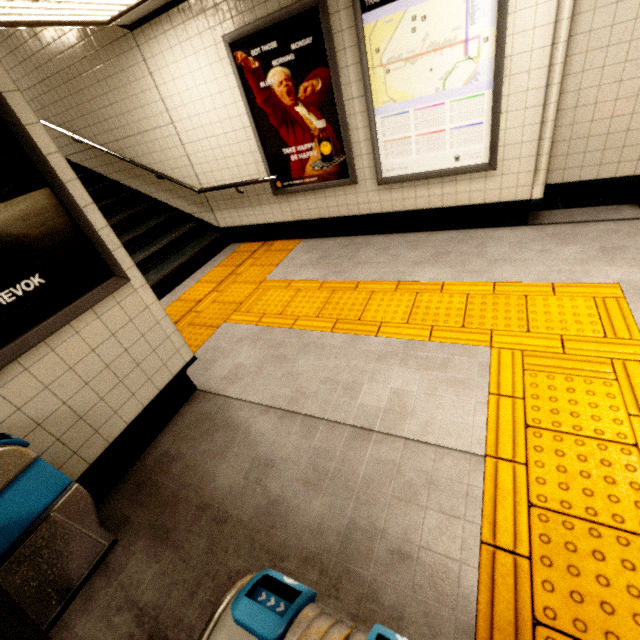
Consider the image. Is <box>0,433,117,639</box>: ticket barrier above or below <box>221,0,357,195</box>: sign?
below

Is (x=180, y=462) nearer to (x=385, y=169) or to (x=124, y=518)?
(x=124, y=518)

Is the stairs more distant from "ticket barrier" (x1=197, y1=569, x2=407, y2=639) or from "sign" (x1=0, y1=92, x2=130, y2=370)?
"ticket barrier" (x1=197, y1=569, x2=407, y2=639)

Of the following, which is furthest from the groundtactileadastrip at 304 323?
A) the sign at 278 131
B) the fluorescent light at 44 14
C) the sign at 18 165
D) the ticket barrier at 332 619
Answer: the fluorescent light at 44 14

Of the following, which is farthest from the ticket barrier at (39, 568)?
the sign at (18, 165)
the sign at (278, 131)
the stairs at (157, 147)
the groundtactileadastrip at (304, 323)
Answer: the sign at (278, 131)

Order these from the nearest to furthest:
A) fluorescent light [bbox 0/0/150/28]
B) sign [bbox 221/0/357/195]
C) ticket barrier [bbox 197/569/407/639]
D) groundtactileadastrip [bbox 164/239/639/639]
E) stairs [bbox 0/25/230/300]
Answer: ticket barrier [bbox 197/569/407/639]
groundtactileadastrip [bbox 164/239/639/639]
fluorescent light [bbox 0/0/150/28]
sign [bbox 221/0/357/195]
stairs [bbox 0/25/230/300]

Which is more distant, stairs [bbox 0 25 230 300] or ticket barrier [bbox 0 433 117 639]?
stairs [bbox 0 25 230 300]

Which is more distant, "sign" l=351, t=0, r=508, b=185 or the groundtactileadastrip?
"sign" l=351, t=0, r=508, b=185
